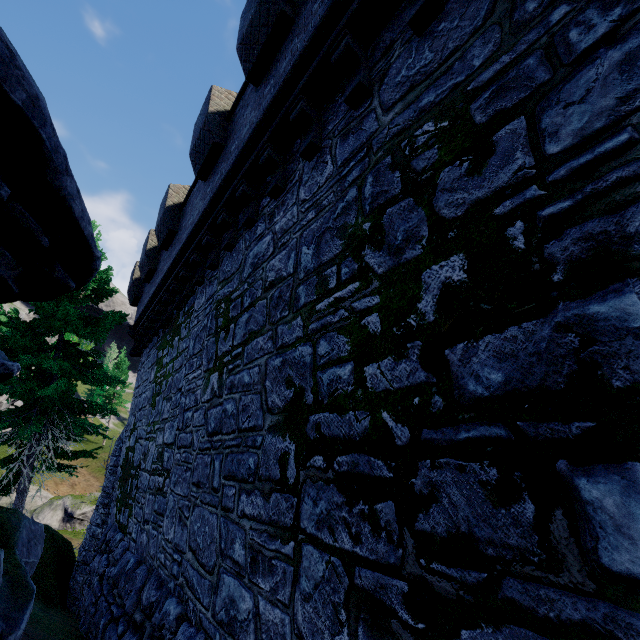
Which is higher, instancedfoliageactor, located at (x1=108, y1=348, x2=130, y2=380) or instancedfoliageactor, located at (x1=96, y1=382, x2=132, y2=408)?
instancedfoliageactor, located at (x1=108, y1=348, x2=130, y2=380)

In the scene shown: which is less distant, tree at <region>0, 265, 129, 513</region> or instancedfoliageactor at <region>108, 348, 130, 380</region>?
tree at <region>0, 265, 129, 513</region>

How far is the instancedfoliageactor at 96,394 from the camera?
54.72m

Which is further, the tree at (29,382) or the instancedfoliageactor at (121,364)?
the instancedfoliageactor at (121,364)

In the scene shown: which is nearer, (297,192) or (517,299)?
(517,299)

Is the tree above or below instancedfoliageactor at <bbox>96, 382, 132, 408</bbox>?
below
